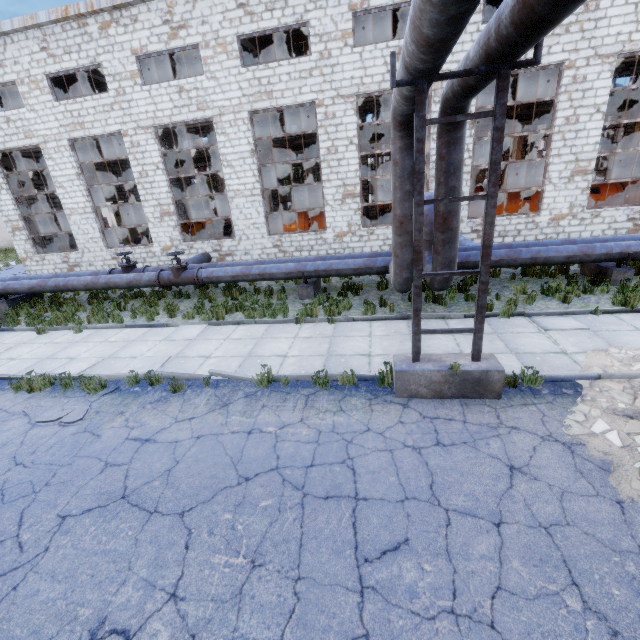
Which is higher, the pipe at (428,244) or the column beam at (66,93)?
the column beam at (66,93)

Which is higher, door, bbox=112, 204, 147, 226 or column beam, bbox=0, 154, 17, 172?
Result: column beam, bbox=0, 154, 17, 172

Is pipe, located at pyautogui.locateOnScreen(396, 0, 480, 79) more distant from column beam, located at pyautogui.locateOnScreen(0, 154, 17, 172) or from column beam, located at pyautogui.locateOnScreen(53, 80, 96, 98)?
column beam, located at pyautogui.locateOnScreen(53, 80, 96, 98)

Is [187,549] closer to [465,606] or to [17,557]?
[17,557]

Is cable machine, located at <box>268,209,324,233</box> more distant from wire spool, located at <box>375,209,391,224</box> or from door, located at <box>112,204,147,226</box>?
door, located at <box>112,204,147,226</box>

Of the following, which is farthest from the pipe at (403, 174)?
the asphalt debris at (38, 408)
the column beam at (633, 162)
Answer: the column beam at (633, 162)

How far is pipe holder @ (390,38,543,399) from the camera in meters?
4.1 m

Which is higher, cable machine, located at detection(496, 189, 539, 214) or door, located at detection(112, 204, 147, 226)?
door, located at detection(112, 204, 147, 226)
